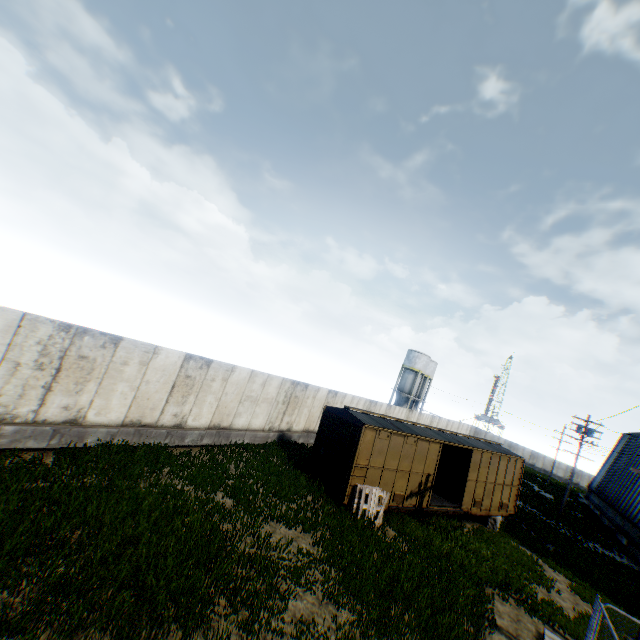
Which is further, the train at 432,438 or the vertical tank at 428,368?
the vertical tank at 428,368

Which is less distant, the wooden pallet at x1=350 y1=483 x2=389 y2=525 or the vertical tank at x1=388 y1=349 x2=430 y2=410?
the wooden pallet at x1=350 y1=483 x2=389 y2=525

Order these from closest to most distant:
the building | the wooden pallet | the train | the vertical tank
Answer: the wooden pallet, the train, the building, the vertical tank

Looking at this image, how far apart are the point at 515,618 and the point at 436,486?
8.9m

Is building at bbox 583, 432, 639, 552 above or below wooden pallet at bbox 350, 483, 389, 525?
above

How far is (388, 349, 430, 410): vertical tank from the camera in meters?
55.2

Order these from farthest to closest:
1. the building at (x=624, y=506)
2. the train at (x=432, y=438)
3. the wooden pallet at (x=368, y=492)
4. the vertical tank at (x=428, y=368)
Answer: the vertical tank at (x=428, y=368), the building at (x=624, y=506), the train at (x=432, y=438), the wooden pallet at (x=368, y=492)

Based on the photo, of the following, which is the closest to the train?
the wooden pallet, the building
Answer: the wooden pallet
